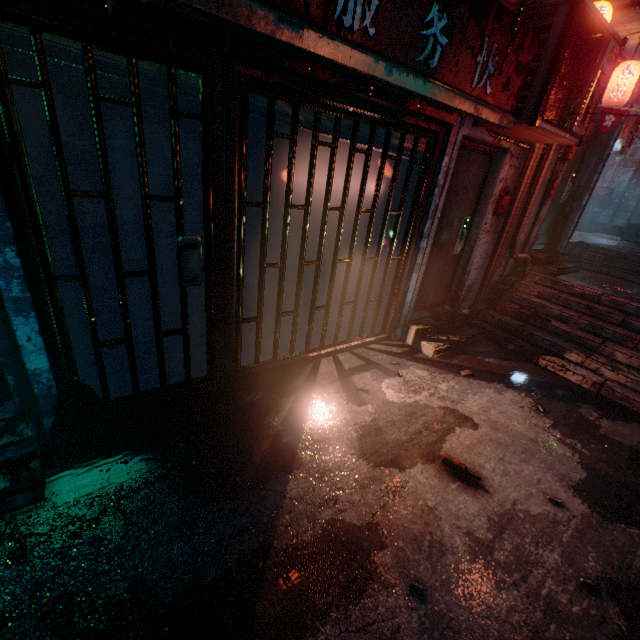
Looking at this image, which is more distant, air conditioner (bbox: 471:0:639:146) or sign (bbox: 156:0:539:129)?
air conditioner (bbox: 471:0:639:146)

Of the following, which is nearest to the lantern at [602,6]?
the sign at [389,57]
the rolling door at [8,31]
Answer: the sign at [389,57]

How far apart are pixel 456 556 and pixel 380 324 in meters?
2.7 m

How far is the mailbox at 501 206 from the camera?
4.1m

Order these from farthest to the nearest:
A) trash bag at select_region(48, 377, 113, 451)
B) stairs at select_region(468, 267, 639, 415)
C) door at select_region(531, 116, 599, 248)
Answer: door at select_region(531, 116, 599, 248), stairs at select_region(468, 267, 639, 415), trash bag at select_region(48, 377, 113, 451)

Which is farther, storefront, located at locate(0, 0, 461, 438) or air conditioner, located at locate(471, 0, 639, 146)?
air conditioner, located at locate(471, 0, 639, 146)

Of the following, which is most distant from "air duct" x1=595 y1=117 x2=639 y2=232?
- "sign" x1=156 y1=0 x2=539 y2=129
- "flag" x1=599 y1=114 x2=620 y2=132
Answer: "sign" x1=156 y1=0 x2=539 y2=129

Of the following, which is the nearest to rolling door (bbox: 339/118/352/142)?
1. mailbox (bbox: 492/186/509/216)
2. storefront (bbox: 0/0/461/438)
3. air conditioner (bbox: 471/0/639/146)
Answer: storefront (bbox: 0/0/461/438)
